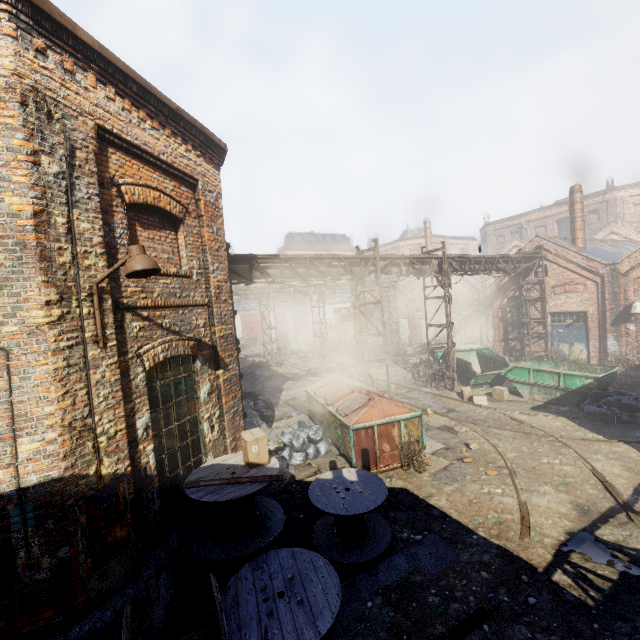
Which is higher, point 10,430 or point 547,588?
point 10,430

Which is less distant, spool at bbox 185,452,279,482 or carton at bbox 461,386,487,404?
spool at bbox 185,452,279,482

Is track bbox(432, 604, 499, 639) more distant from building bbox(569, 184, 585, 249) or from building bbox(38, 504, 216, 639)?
building bbox(569, 184, 585, 249)

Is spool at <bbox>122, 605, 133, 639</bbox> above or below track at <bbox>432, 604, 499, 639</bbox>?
above

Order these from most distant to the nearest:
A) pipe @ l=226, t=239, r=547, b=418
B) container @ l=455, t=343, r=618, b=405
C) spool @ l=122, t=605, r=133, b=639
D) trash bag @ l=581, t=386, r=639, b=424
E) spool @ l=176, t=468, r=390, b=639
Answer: container @ l=455, t=343, r=618, b=405 → pipe @ l=226, t=239, r=547, b=418 → trash bag @ l=581, t=386, r=639, b=424 → spool @ l=176, t=468, r=390, b=639 → spool @ l=122, t=605, r=133, b=639

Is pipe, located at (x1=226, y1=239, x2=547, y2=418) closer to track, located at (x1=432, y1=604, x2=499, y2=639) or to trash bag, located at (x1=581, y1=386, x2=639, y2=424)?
trash bag, located at (x1=581, y1=386, x2=639, y2=424)

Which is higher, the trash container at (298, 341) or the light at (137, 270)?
the light at (137, 270)

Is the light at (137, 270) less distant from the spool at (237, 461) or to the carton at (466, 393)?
the spool at (237, 461)
